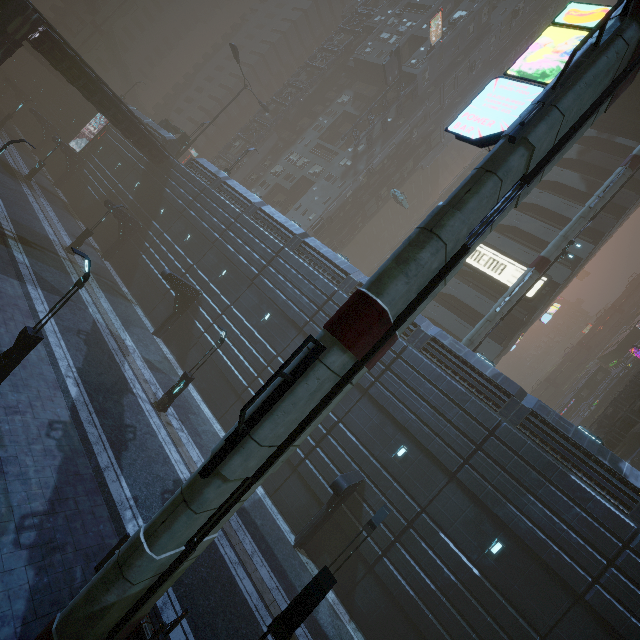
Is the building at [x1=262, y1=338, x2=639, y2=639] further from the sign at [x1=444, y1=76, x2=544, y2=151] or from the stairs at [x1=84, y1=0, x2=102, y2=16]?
the stairs at [x1=84, y1=0, x2=102, y2=16]

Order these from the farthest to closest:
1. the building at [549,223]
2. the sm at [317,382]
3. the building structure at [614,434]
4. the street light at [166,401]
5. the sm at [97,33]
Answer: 1. the sm at [97,33]
2. the building at [549,223]
3. the building structure at [614,434]
4. the street light at [166,401]
5. the sm at [317,382]

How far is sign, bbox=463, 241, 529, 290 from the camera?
28.7 meters

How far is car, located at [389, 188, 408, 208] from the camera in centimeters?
3975cm

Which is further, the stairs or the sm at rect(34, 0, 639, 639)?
the stairs

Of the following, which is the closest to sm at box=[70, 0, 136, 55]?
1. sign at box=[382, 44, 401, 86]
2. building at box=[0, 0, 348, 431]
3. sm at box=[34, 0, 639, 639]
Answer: building at box=[0, 0, 348, 431]

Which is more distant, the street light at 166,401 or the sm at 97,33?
the sm at 97,33

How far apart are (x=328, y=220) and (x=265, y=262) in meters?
22.5
